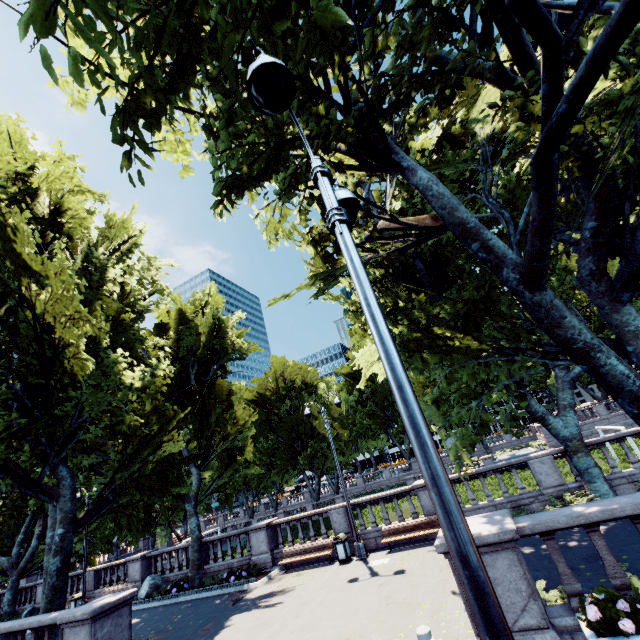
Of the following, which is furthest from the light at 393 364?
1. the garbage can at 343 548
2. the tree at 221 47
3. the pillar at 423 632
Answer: the pillar at 423 632

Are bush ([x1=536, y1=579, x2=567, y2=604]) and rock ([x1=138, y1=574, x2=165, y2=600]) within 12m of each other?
no

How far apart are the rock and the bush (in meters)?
19.65

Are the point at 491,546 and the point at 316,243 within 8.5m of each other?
no

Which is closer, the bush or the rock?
the bush

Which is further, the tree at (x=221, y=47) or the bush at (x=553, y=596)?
the bush at (x=553, y=596)

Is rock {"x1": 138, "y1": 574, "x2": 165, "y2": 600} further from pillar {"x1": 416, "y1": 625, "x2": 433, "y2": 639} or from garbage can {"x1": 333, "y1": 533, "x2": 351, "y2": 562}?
pillar {"x1": 416, "y1": 625, "x2": 433, "y2": 639}

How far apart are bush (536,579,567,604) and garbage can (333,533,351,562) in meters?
9.3
